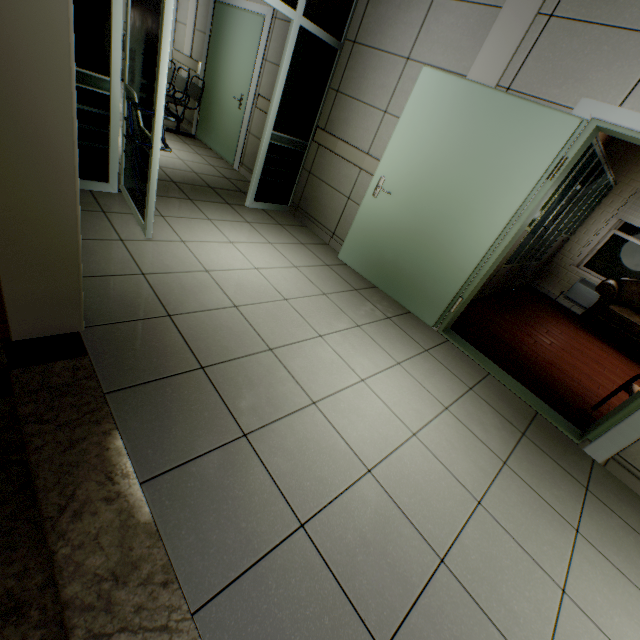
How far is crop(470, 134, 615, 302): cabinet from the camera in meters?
3.8

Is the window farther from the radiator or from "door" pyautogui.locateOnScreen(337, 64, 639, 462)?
"door" pyautogui.locateOnScreen(337, 64, 639, 462)

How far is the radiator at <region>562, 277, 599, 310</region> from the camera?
6.27m

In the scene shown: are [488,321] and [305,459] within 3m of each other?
no

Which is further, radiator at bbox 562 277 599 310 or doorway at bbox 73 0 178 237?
radiator at bbox 562 277 599 310

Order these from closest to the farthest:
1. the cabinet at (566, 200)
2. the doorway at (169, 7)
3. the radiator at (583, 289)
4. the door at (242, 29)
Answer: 1. the doorway at (169, 7)
2. the cabinet at (566, 200)
3. the door at (242, 29)
4. the radiator at (583, 289)

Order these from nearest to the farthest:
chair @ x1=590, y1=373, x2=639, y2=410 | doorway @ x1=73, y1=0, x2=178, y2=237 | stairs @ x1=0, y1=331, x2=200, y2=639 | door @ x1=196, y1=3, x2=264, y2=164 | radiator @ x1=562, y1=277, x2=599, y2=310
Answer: stairs @ x1=0, y1=331, x2=200, y2=639 < doorway @ x1=73, y1=0, x2=178, y2=237 < chair @ x1=590, y1=373, x2=639, y2=410 < door @ x1=196, y1=3, x2=264, y2=164 < radiator @ x1=562, y1=277, x2=599, y2=310

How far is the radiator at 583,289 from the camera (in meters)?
6.27
